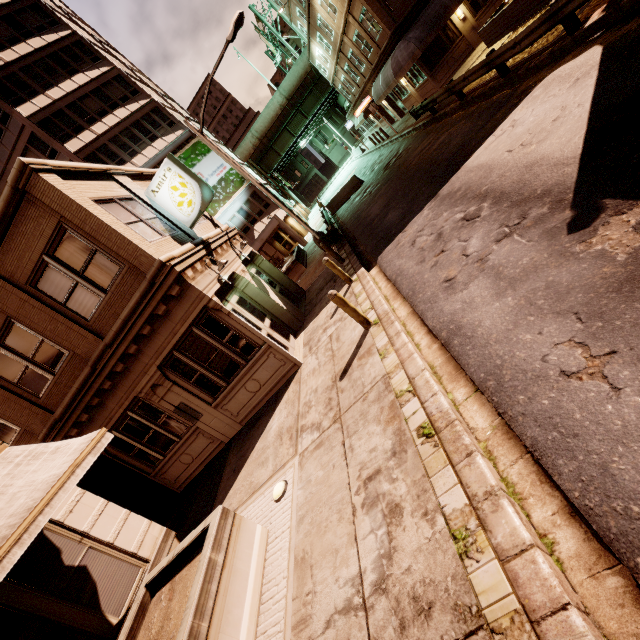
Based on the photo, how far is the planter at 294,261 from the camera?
20.06m

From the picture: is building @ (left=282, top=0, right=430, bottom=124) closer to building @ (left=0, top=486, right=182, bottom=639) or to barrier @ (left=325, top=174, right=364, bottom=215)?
barrier @ (left=325, top=174, right=364, bottom=215)

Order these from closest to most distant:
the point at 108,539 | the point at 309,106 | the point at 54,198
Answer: the point at 108,539
the point at 54,198
the point at 309,106

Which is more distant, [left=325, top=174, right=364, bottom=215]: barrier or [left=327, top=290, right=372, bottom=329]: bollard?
[left=325, top=174, right=364, bottom=215]: barrier

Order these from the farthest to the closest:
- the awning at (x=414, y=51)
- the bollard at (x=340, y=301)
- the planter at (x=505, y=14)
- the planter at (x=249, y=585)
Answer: the awning at (x=414, y=51) < the planter at (x=505, y=14) < the bollard at (x=340, y=301) < the planter at (x=249, y=585)

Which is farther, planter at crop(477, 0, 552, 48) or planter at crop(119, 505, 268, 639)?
planter at crop(477, 0, 552, 48)

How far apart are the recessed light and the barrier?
23.3m

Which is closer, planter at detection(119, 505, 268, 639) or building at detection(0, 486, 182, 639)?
planter at detection(119, 505, 268, 639)
